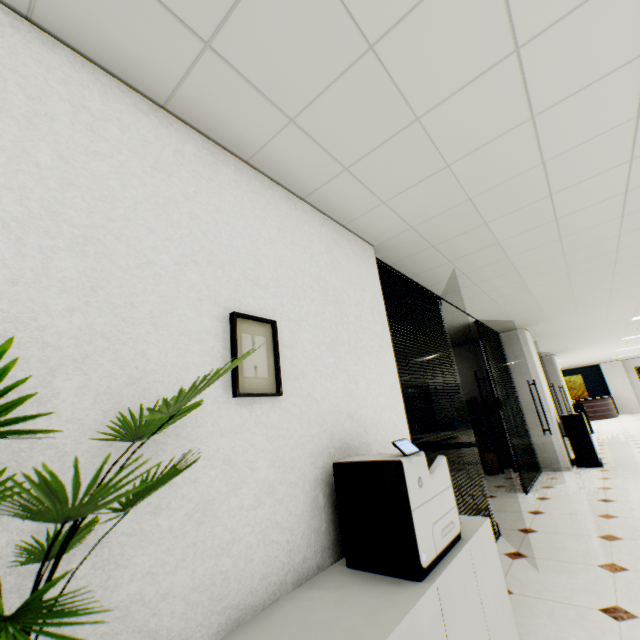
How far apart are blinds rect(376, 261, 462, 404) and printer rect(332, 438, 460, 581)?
0.7 meters

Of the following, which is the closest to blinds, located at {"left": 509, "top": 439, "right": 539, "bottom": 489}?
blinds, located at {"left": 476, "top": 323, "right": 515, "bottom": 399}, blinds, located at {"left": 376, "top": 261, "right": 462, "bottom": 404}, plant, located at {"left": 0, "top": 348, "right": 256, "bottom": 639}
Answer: blinds, located at {"left": 476, "top": 323, "right": 515, "bottom": 399}

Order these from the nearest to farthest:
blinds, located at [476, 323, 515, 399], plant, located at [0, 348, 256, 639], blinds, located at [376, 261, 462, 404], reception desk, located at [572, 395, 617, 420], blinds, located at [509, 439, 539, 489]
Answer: plant, located at [0, 348, 256, 639] → blinds, located at [376, 261, 462, 404] → blinds, located at [509, 439, 539, 489] → blinds, located at [476, 323, 515, 399] → reception desk, located at [572, 395, 617, 420]

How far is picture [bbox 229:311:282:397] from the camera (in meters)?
1.46

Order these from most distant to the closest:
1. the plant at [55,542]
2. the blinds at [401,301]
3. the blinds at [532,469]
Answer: the blinds at [532,469] → the blinds at [401,301] → the plant at [55,542]

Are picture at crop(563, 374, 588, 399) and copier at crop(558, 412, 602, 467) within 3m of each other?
no

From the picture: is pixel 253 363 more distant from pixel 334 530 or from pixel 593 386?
pixel 593 386

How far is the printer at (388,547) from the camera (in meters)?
1.36
